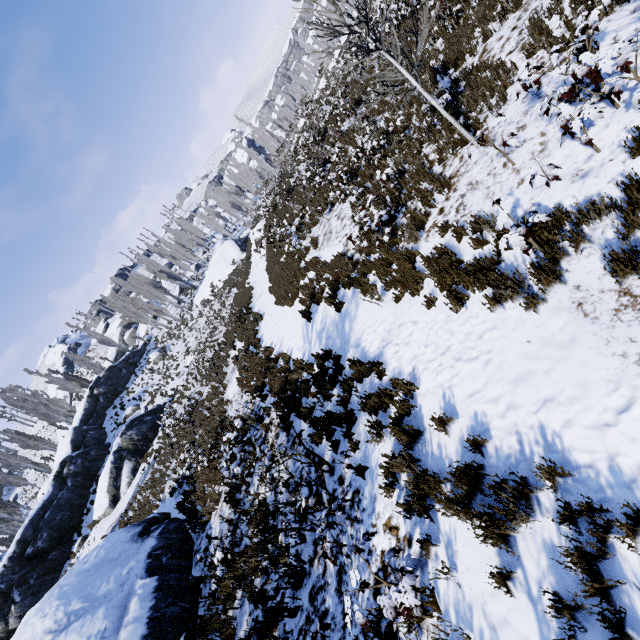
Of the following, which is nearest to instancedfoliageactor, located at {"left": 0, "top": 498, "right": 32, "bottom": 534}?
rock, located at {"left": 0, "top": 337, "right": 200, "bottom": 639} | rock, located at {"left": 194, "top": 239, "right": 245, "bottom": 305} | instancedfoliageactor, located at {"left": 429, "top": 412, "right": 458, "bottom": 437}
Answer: rock, located at {"left": 194, "top": 239, "right": 245, "bottom": 305}

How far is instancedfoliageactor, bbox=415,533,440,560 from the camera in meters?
3.9 m

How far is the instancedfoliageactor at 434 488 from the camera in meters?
3.4 m

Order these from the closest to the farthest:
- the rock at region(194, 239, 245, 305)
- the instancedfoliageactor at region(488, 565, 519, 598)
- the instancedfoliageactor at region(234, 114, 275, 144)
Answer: the instancedfoliageactor at region(488, 565, 519, 598) < the rock at region(194, 239, 245, 305) < the instancedfoliageactor at region(234, 114, 275, 144)

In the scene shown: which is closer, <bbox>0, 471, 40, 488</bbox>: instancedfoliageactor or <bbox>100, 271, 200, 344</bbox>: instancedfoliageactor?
<bbox>0, 471, 40, 488</bbox>: instancedfoliageactor

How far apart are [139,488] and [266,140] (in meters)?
59.18

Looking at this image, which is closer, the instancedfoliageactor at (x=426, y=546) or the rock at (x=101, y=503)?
the instancedfoliageactor at (x=426, y=546)

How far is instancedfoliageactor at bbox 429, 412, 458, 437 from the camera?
4.4 meters
